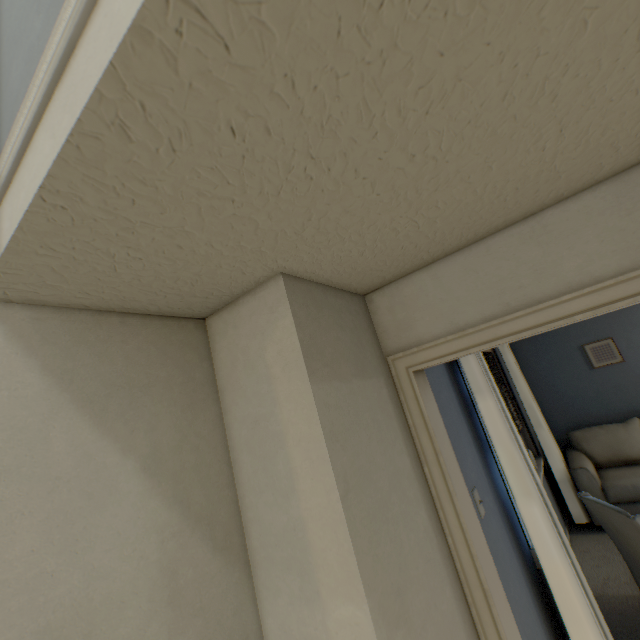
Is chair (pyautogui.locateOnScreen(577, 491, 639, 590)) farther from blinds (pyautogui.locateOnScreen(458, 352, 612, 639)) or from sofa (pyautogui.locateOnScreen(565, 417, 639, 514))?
sofa (pyautogui.locateOnScreen(565, 417, 639, 514))

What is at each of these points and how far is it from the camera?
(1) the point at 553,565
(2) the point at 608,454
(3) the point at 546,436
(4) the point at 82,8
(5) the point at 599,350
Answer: (1) blinds, 1.81m
(2) sofa, 3.88m
(3) blinds, 3.86m
(4) stairs, 0.43m
(5) picture, 4.37m

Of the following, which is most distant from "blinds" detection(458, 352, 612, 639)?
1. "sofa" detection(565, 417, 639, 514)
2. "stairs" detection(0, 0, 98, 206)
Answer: "stairs" detection(0, 0, 98, 206)

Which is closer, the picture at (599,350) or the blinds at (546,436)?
the blinds at (546,436)

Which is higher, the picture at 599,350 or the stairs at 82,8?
the stairs at 82,8

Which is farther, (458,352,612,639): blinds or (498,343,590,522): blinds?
(498,343,590,522): blinds

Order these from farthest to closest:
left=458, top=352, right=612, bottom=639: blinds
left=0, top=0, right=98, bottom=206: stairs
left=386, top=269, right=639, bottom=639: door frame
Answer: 1. left=458, top=352, right=612, bottom=639: blinds
2. left=386, top=269, right=639, bottom=639: door frame
3. left=0, top=0, right=98, bottom=206: stairs

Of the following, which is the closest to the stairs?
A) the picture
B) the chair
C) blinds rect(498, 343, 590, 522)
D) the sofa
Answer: blinds rect(498, 343, 590, 522)
